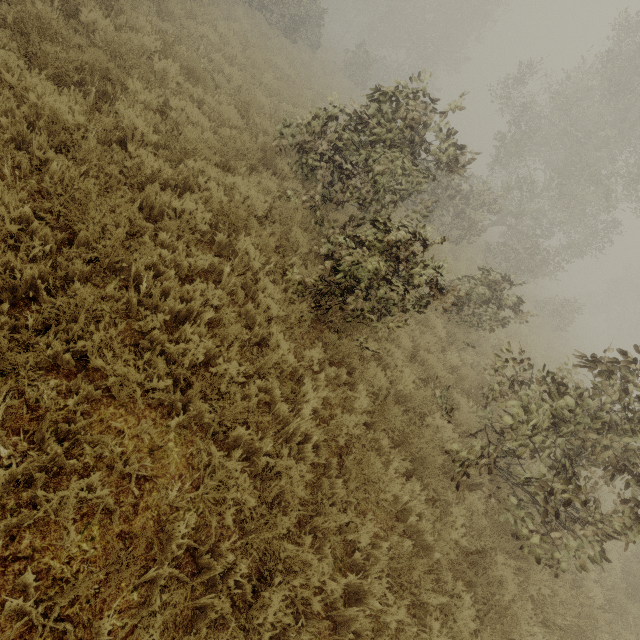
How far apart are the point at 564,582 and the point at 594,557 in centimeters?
187cm
